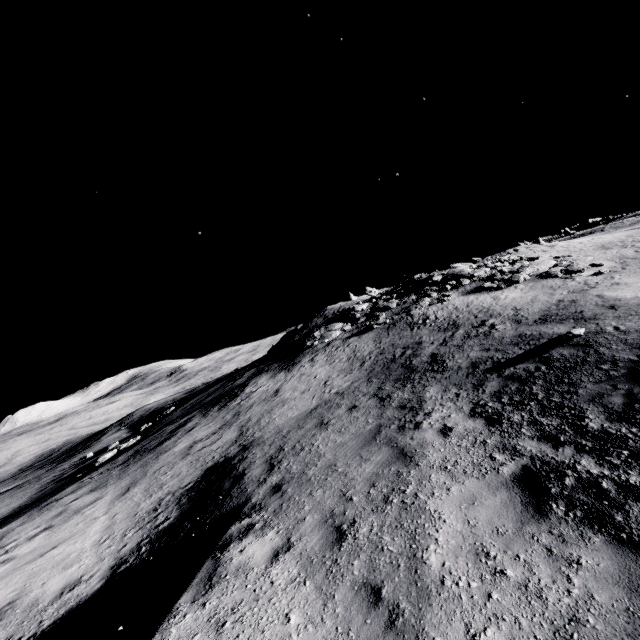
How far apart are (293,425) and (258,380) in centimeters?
836cm
